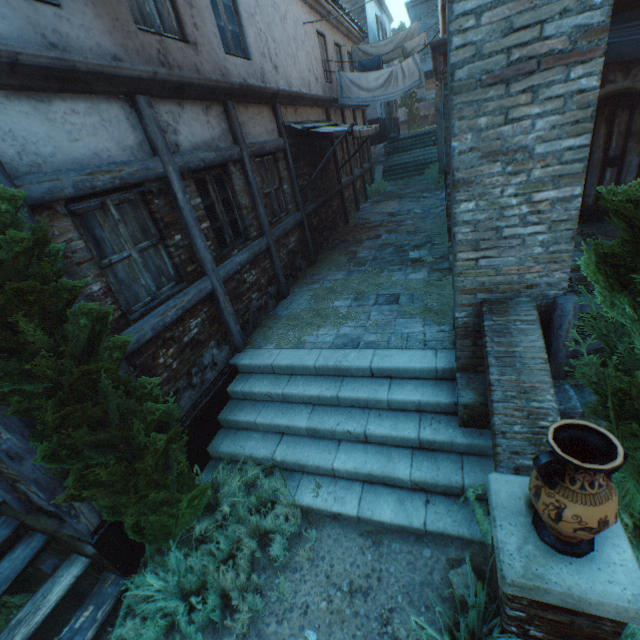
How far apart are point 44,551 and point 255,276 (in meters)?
4.69

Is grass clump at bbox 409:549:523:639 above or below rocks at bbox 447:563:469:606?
above

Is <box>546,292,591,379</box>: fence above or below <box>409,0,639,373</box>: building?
below

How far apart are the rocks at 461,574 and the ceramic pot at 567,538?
1.24m

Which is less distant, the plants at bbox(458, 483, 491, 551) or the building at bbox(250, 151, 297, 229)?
the plants at bbox(458, 483, 491, 551)

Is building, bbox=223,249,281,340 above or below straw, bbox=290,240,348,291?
above

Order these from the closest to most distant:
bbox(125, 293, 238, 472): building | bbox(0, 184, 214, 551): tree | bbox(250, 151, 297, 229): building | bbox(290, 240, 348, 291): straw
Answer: bbox(0, 184, 214, 551): tree, bbox(125, 293, 238, 472): building, bbox(250, 151, 297, 229): building, bbox(290, 240, 348, 291): straw

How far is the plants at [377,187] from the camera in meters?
15.2 m
